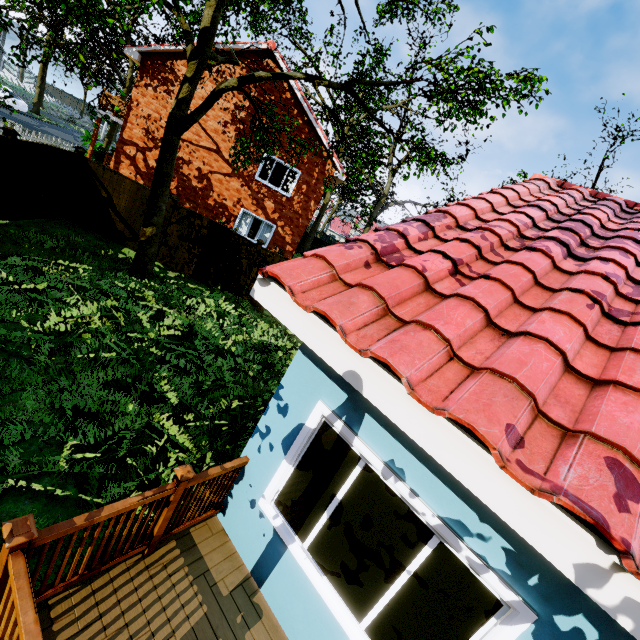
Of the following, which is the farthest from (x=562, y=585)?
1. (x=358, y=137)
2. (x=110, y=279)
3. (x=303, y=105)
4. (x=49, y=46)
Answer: (x=358, y=137)

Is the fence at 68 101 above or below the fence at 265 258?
below

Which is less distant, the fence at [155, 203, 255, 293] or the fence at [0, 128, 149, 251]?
the fence at [0, 128, 149, 251]

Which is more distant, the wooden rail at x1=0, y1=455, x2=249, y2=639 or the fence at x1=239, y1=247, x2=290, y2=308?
the fence at x1=239, y1=247, x2=290, y2=308

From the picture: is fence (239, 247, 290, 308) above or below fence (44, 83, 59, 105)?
above

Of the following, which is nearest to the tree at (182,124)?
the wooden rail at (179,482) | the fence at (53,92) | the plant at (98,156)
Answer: the fence at (53,92)

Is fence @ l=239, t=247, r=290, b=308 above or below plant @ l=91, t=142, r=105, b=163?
above

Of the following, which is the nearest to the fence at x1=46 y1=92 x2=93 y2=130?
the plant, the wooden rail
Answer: the plant
